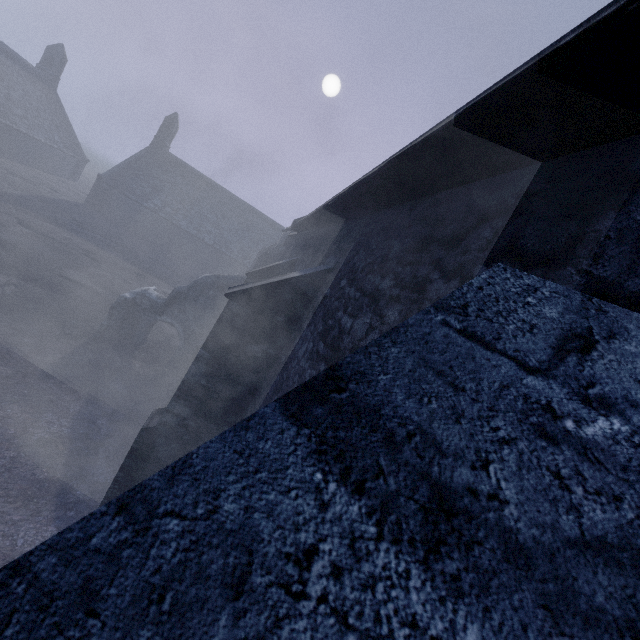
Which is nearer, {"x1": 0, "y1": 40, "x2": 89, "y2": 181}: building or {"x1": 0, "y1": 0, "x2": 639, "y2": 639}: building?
{"x1": 0, "y1": 0, "x2": 639, "y2": 639}: building

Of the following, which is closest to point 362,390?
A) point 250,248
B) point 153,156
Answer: point 250,248

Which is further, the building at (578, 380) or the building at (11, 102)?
the building at (11, 102)
